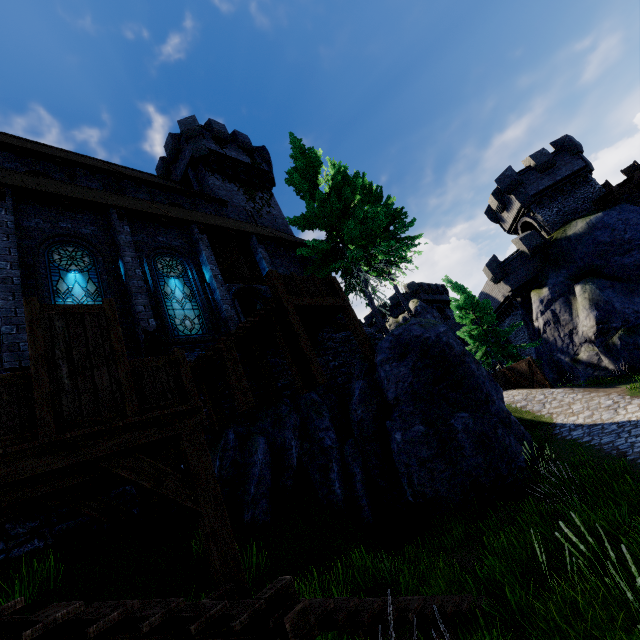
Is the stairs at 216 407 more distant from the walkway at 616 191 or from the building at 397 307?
the building at 397 307

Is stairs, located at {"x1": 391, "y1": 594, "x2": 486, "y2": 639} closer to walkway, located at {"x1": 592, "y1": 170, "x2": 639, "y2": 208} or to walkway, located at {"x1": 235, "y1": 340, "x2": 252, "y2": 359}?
walkway, located at {"x1": 235, "y1": 340, "x2": 252, "y2": 359}

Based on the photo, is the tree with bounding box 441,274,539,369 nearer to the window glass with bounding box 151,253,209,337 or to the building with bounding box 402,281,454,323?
the building with bounding box 402,281,454,323

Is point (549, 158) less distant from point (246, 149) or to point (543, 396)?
point (543, 396)

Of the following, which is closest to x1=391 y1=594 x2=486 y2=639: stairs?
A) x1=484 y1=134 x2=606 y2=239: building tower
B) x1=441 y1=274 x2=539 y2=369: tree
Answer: x1=441 y1=274 x2=539 y2=369: tree

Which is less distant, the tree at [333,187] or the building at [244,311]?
the tree at [333,187]

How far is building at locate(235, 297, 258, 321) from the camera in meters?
24.3 m

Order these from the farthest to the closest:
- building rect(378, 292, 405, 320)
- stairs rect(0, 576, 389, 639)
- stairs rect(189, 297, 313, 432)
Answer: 1. building rect(378, 292, 405, 320)
2. stairs rect(189, 297, 313, 432)
3. stairs rect(0, 576, 389, 639)
